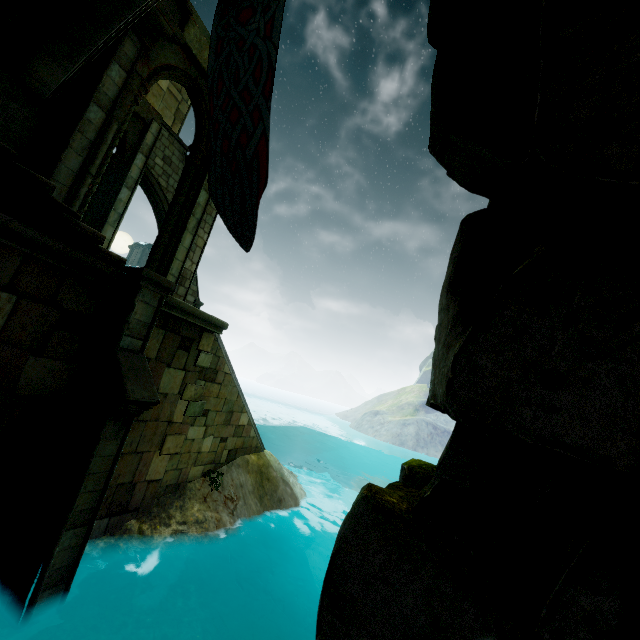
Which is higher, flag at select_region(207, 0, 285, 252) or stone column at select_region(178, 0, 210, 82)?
stone column at select_region(178, 0, 210, 82)

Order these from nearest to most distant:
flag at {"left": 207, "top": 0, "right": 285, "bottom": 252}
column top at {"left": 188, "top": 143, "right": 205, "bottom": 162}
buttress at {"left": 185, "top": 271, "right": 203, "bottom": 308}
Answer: flag at {"left": 207, "top": 0, "right": 285, "bottom": 252} → column top at {"left": 188, "top": 143, "right": 205, "bottom": 162} → buttress at {"left": 185, "top": 271, "right": 203, "bottom": 308}

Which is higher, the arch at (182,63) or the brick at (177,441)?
the arch at (182,63)

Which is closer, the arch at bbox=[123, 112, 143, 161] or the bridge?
the bridge

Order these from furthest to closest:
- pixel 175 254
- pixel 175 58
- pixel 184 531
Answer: pixel 175 254, pixel 175 58, pixel 184 531

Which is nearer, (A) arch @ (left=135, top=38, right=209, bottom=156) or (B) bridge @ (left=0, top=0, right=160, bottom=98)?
(B) bridge @ (left=0, top=0, right=160, bottom=98)

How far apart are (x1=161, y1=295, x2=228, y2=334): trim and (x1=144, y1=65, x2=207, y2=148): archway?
5.5m

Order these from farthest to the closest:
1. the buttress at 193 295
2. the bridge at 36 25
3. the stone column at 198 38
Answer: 1. the buttress at 193 295
2. the stone column at 198 38
3. the bridge at 36 25
